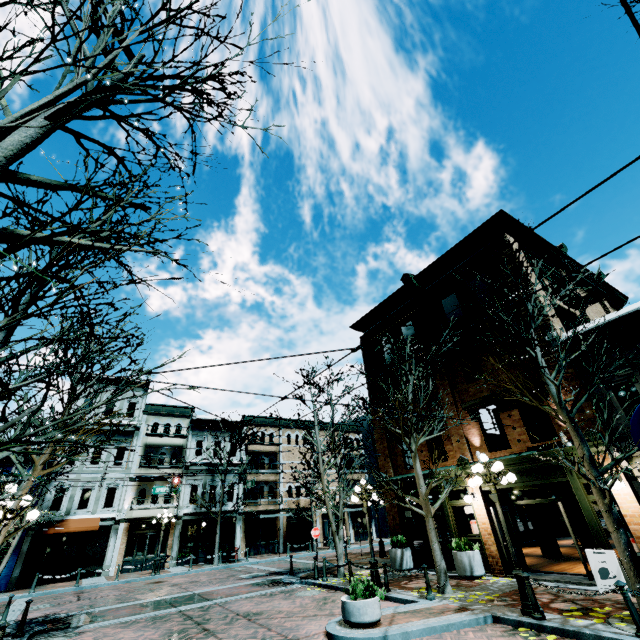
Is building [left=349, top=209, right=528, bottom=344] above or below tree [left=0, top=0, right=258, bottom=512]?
above

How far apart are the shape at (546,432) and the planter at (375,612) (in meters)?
16.62

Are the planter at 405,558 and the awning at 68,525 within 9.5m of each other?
no

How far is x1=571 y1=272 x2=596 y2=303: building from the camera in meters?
13.7

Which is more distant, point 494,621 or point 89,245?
point 494,621

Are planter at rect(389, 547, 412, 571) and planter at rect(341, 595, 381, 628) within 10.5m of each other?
yes

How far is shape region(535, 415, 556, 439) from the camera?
19.95m

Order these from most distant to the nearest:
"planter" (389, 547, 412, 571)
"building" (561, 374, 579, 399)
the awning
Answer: the awning, "planter" (389, 547, 412, 571), "building" (561, 374, 579, 399)
